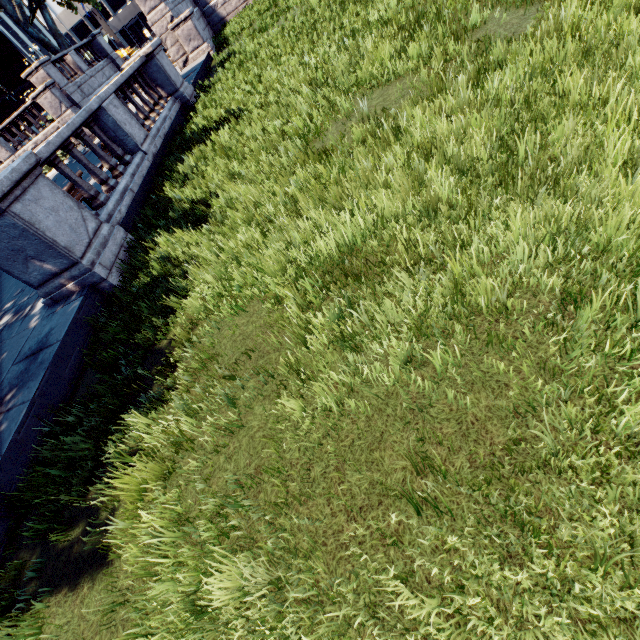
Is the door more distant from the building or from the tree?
the tree

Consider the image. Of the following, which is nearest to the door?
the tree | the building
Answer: the building

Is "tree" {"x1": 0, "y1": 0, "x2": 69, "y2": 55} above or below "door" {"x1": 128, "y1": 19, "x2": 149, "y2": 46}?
above

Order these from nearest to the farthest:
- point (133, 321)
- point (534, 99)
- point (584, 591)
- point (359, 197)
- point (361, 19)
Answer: point (584, 591) < point (534, 99) < point (359, 197) < point (133, 321) < point (361, 19)

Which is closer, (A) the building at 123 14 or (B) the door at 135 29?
(A) the building at 123 14

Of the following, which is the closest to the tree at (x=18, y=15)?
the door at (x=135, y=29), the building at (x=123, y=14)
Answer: the building at (x=123, y=14)

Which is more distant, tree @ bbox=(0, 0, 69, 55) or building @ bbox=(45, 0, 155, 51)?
building @ bbox=(45, 0, 155, 51)

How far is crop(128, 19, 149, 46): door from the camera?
54.5m
